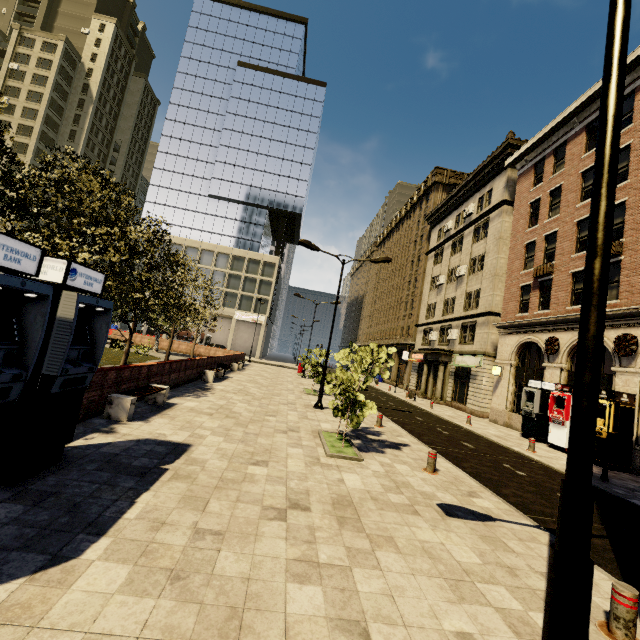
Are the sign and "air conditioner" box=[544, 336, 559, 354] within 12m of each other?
yes

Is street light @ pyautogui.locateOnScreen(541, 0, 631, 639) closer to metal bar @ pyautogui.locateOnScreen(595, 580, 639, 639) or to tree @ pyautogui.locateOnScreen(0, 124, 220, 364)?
metal bar @ pyautogui.locateOnScreen(595, 580, 639, 639)

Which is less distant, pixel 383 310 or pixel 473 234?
pixel 473 234

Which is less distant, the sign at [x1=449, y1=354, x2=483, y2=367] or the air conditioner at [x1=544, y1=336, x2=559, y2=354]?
the air conditioner at [x1=544, y1=336, x2=559, y2=354]

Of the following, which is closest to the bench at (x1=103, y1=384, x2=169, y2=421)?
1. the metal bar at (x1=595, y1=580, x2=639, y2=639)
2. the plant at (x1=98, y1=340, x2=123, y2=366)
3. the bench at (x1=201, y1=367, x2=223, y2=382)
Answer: the bench at (x1=201, y1=367, x2=223, y2=382)

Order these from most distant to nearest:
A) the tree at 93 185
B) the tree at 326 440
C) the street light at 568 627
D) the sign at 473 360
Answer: the sign at 473 360 < the tree at 326 440 < the tree at 93 185 < the street light at 568 627

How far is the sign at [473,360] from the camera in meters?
24.6

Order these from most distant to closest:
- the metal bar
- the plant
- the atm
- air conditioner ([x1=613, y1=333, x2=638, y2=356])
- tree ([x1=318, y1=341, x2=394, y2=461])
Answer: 1. the plant
2. air conditioner ([x1=613, y1=333, x2=638, y2=356])
3. the atm
4. tree ([x1=318, y1=341, x2=394, y2=461])
5. the metal bar
